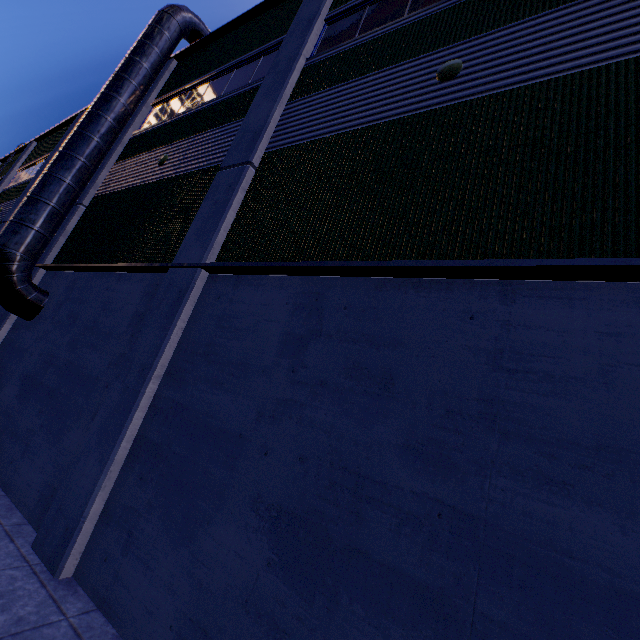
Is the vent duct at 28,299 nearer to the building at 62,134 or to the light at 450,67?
the building at 62,134

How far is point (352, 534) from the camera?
3.07m

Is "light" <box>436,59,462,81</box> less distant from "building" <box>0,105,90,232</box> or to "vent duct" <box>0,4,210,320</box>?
"building" <box>0,105,90,232</box>

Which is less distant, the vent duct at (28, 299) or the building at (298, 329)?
the building at (298, 329)

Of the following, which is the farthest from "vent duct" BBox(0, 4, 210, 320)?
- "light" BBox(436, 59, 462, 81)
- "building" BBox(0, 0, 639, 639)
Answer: "light" BBox(436, 59, 462, 81)
